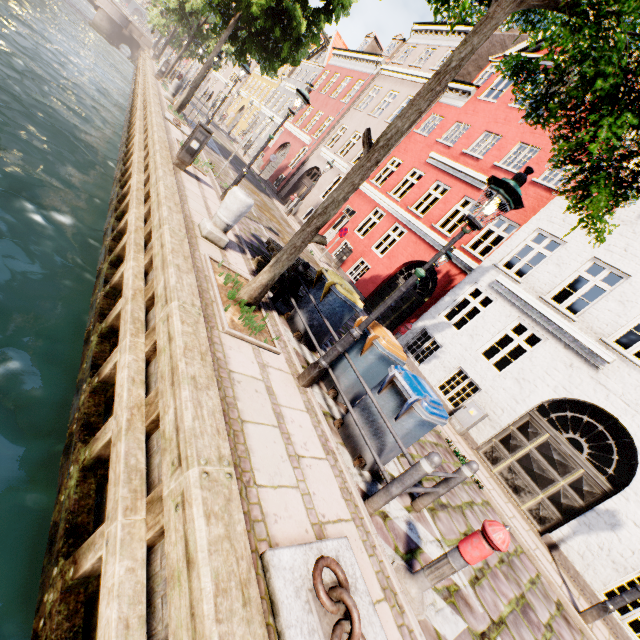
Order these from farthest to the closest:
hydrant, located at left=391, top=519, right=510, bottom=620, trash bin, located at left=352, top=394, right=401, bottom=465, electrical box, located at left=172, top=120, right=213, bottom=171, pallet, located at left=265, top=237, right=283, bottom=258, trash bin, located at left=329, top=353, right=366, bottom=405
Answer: electrical box, located at left=172, top=120, right=213, bottom=171 < pallet, located at left=265, top=237, right=283, bottom=258 < trash bin, located at left=329, top=353, right=366, bottom=405 < trash bin, located at left=352, top=394, right=401, bottom=465 < hydrant, located at left=391, top=519, right=510, bottom=620

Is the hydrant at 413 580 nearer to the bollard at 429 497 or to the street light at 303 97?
the bollard at 429 497

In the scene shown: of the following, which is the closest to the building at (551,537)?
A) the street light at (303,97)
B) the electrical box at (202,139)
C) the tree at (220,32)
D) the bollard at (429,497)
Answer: the tree at (220,32)

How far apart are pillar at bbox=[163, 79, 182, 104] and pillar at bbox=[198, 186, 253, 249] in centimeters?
1547cm

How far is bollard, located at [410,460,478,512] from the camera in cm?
435

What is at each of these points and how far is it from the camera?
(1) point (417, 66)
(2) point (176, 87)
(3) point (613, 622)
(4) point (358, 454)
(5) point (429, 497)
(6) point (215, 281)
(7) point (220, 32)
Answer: (1) building, 18.6 meters
(2) pillar, 16.8 meters
(3) building, 6.9 meters
(4) trash bin, 4.3 meters
(5) bollard, 4.5 meters
(6) tree planter, 4.9 meters
(7) tree, 15.6 meters

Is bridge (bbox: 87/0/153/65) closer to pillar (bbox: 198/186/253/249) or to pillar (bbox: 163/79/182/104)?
pillar (bbox: 163/79/182/104)

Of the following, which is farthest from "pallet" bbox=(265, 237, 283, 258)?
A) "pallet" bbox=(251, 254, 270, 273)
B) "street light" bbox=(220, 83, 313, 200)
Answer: "street light" bbox=(220, 83, 313, 200)
